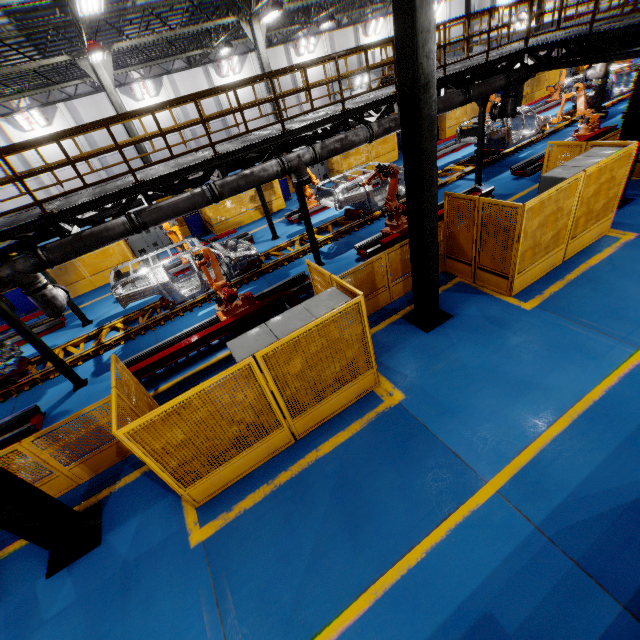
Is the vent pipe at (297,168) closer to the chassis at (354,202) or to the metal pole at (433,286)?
the chassis at (354,202)

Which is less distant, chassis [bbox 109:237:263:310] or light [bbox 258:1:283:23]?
chassis [bbox 109:237:263:310]

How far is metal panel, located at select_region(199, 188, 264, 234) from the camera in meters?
15.9

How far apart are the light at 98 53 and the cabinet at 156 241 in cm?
545

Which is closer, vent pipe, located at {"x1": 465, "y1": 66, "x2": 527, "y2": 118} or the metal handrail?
the metal handrail

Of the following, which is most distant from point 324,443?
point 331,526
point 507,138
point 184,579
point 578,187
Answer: point 507,138

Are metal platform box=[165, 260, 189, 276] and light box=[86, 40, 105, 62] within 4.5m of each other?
no

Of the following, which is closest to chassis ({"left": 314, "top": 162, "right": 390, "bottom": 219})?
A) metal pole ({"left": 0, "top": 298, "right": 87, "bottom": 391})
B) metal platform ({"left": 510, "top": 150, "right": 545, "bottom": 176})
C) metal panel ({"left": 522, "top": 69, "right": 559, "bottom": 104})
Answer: metal pole ({"left": 0, "top": 298, "right": 87, "bottom": 391})
